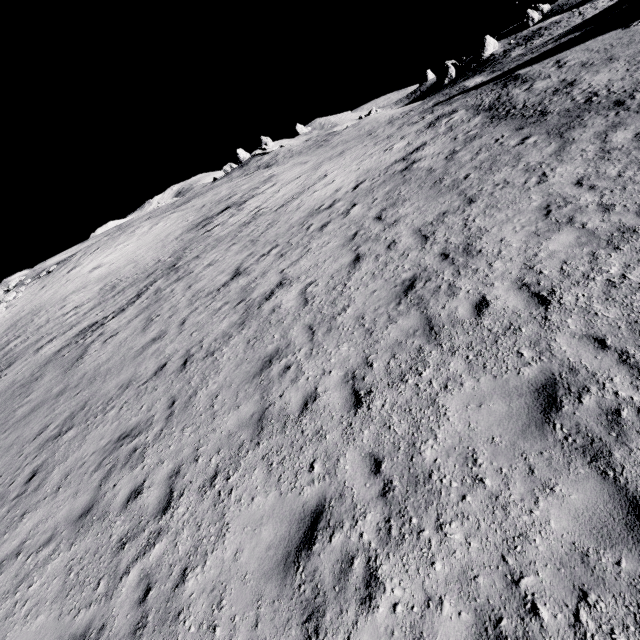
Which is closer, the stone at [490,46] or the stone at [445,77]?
the stone at [490,46]

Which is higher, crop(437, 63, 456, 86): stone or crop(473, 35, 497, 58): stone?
crop(473, 35, 497, 58): stone

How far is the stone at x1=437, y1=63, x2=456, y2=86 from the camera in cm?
5825

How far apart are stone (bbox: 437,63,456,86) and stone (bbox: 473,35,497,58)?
3.82m

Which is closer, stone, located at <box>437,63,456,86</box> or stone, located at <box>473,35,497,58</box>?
stone, located at <box>473,35,497,58</box>

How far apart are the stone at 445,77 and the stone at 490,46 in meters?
3.8

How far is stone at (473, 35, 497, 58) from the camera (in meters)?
54.78

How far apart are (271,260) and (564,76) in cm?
1793
